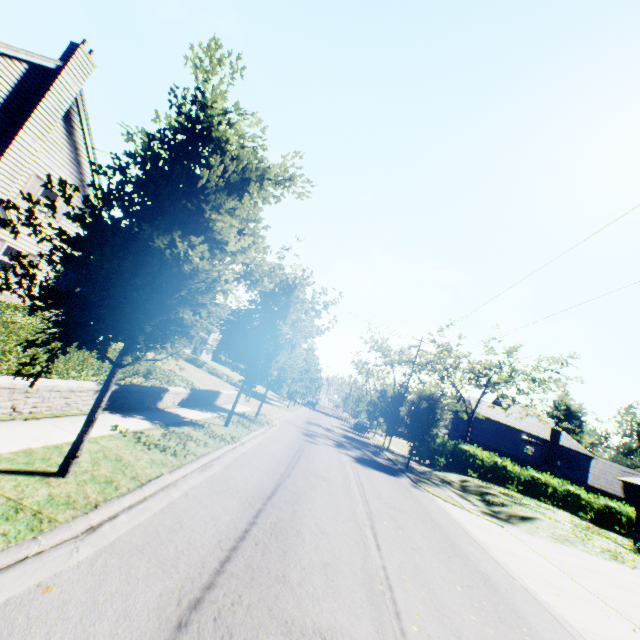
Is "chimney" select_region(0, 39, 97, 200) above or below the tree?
above

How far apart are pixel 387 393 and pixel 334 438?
18.9m

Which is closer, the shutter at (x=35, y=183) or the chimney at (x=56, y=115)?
the chimney at (x=56, y=115)

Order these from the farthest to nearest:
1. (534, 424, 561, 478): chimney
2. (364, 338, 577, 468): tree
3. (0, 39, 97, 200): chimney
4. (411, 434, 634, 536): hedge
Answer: (534, 424, 561, 478): chimney
(411, 434, 634, 536): hedge
(364, 338, 577, 468): tree
(0, 39, 97, 200): chimney

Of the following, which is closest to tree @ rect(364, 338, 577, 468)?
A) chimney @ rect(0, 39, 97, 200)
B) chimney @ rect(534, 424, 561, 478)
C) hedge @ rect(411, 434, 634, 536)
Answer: hedge @ rect(411, 434, 634, 536)

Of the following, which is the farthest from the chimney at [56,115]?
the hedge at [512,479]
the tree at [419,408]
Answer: the hedge at [512,479]

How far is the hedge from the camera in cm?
3152

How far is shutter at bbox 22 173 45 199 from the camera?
15.41m
